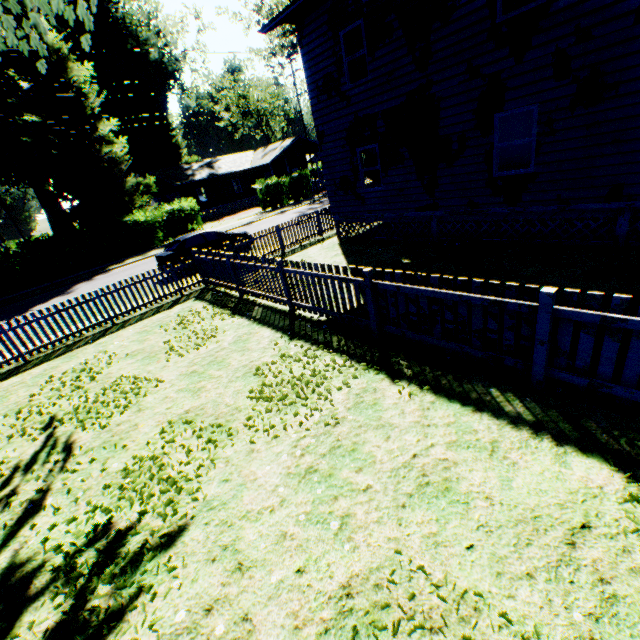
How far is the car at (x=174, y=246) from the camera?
14.7m

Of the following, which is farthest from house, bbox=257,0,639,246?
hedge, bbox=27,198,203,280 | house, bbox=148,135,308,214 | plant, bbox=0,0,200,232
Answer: house, bbox=148,135,308,214

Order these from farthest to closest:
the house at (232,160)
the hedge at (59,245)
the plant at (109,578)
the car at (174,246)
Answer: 1. the house at (232,160)
2. the hedge at (59,245)
3. the car at (174,246)
4. the plant at (109,578)

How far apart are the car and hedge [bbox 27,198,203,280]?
11.1 meters

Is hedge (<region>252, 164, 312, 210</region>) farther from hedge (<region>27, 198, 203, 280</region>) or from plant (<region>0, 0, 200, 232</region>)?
plant (<region>0, 0, 200, 232</region>)

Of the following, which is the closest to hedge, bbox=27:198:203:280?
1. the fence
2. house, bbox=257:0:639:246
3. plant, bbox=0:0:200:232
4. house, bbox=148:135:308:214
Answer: house, bbox=148:135:308:214

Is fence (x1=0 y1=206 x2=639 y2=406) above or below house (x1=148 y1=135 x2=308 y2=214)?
below

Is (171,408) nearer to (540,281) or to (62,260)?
(540,281)
